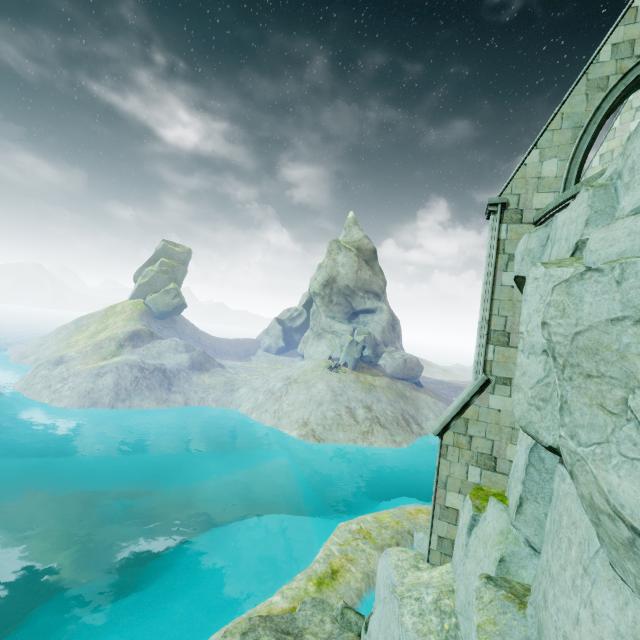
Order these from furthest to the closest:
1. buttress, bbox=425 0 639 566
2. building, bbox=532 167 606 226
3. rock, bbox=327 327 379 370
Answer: rock, bbox=327 327 379 370 < buttress, bbox=425 0 639 566 < building, bbox=532 167 606 226

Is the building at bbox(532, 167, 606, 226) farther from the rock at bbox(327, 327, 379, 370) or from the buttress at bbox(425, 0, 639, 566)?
the rock at bbox(327, 327, 379, 370)

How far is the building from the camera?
6.1m

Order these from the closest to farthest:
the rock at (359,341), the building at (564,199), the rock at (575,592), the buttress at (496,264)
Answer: the rock at (575,592), the building at (564,199), the buttress at (496,264), the rock at (359,341)

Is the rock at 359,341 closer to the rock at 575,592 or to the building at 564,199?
the rock at 575,592

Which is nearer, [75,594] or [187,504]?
[75,594]

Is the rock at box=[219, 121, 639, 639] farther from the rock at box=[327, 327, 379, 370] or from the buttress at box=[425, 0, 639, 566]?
the rock at box=[327, 327, 379, 370]

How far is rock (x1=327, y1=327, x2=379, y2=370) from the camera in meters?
42.5
